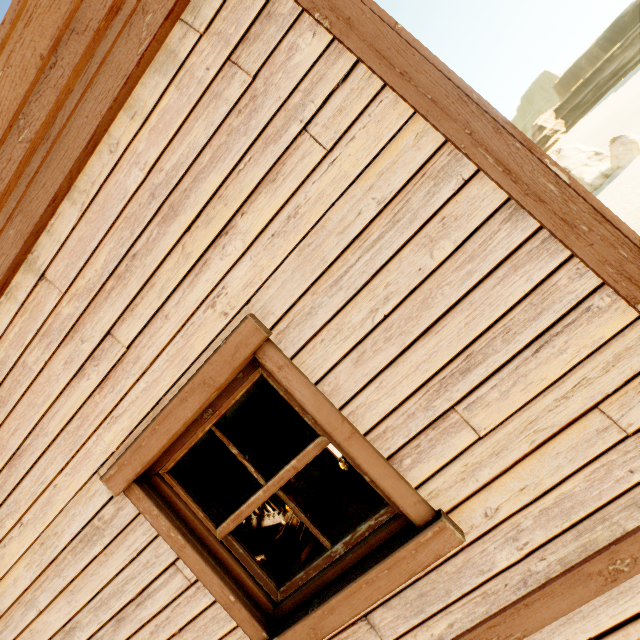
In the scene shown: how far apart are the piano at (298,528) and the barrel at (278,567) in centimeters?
15cm

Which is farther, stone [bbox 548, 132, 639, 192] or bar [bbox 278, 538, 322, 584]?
stone [bbox 548, 132, 639, 192]

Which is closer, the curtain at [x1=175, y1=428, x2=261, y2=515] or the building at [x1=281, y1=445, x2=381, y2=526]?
the curtain at [x1=175, y1=428, x2=261, y2=515]

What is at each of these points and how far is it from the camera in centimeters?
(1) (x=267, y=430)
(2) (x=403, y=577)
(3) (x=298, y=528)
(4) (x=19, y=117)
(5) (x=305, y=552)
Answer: (1) curtain, 179cm
(2) widow, 143cm
(3) piano, 1115cm
(4) building, 154cm
(5) bar, 862cm

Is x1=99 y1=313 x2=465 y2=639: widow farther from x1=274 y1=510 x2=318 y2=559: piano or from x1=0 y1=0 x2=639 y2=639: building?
x1=274 y1=510 x2=318 y2=559: piano

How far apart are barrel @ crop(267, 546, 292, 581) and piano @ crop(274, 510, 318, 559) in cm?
15

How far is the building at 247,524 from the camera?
10.4 meters

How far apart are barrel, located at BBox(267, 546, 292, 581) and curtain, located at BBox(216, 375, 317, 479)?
10.91m
